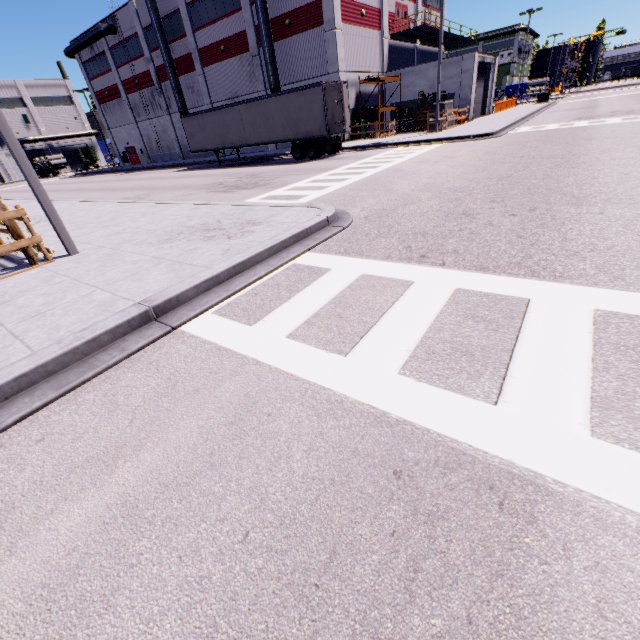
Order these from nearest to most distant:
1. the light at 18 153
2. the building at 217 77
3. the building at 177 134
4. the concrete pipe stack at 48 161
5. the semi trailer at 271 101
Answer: the light at 18 153 → the semi trailer at 271 101 → the building at 217 77 → the building at 177 134 → the concrete pipe stack at 48 161

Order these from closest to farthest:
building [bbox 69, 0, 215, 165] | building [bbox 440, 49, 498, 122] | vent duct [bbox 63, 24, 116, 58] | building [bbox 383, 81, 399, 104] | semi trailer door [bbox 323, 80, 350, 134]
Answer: semi trailer door [bbox 323, 80, 350, 134] < building [bbox 440, 49, 498, 122] < building [bbox 383, 81, 399, 104] < building [bbox 69, 0, 215, 165] < vent duct [bbox 63, 24, 116, 58]

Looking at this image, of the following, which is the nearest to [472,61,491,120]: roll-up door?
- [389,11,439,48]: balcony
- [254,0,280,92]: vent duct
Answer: [389,11,439,48]: balcony

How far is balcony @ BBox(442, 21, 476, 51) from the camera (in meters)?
32.72

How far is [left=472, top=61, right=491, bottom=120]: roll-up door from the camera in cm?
2942

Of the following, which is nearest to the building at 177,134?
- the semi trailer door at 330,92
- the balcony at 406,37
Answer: the balcony at 406,37

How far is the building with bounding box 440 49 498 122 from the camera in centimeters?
2653cm

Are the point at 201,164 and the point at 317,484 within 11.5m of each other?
no
